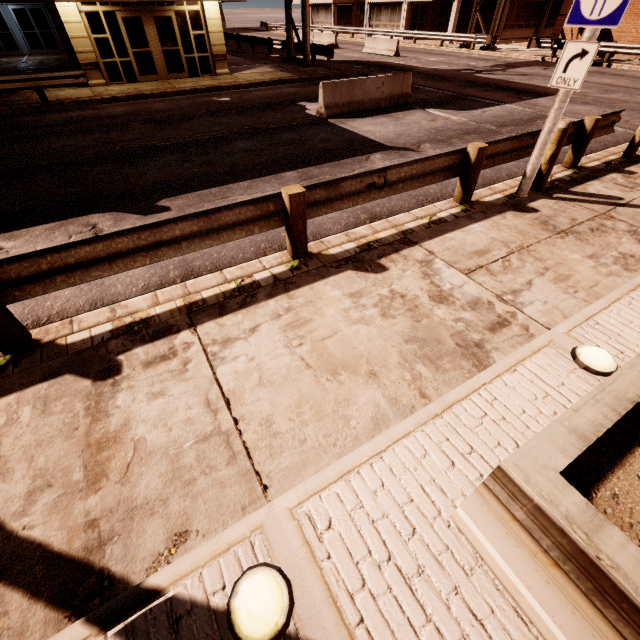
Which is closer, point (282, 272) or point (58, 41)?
point (282, 272)

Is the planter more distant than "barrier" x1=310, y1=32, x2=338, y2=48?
No

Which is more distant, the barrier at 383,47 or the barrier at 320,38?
the barrier at 320,38

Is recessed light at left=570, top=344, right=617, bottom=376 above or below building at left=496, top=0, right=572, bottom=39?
below

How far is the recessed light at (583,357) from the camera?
3.2 meters

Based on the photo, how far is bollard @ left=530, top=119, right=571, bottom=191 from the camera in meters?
5.6 m

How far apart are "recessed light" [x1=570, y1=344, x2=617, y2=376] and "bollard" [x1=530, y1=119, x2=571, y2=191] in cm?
431

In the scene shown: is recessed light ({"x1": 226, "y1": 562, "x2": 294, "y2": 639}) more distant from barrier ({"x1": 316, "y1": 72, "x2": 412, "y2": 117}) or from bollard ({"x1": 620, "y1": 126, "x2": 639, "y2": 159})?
barrier ({"x1": 316, "y1": 72, "x2": 412, "y2": 117})
